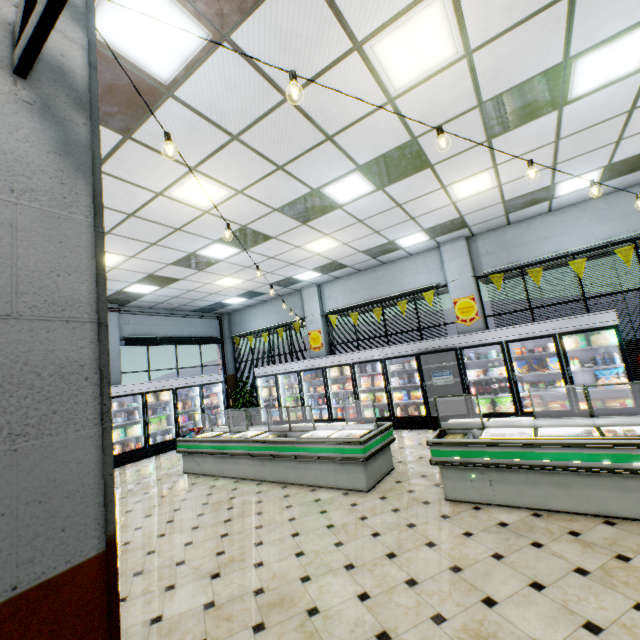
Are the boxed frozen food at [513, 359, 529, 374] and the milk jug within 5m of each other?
no

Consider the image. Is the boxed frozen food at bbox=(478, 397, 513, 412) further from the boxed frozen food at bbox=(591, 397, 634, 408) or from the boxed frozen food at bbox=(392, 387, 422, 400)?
the boxed frozen food at bbox=(392, 387, 422, 400)

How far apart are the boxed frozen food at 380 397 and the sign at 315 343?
2.4 meters

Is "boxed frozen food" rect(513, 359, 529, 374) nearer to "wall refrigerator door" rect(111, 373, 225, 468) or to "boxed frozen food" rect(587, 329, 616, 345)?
"boxed frozen food" rect(587, 329, 616, 345)

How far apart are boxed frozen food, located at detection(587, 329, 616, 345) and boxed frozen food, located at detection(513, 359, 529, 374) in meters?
1.2

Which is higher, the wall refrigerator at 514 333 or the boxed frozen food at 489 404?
the wall refrigerator at 514 333

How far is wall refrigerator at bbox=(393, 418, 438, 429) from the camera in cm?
829

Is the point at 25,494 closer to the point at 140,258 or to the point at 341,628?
the point at 341,628
